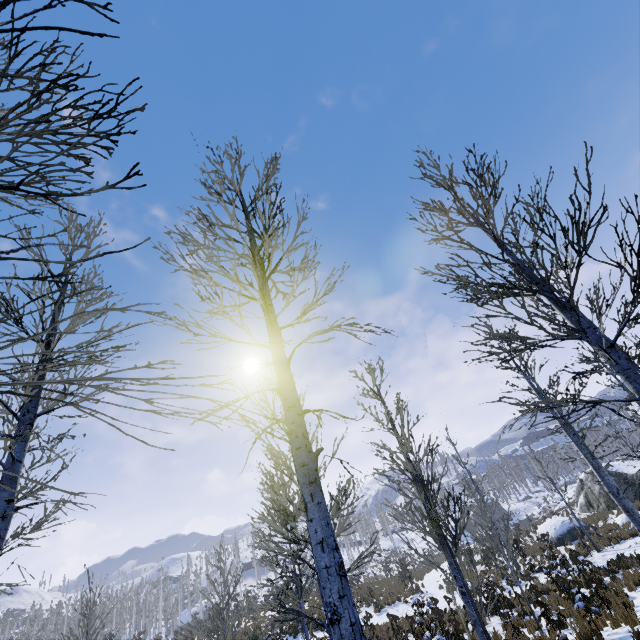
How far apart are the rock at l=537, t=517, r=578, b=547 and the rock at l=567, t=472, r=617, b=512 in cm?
403

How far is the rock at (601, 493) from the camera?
25.0 meters

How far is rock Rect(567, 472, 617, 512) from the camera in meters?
25.0

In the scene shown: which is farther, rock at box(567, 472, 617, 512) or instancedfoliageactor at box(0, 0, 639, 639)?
rock at box(567, 472, 617, 512)

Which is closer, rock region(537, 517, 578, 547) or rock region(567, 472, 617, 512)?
rock region(537, 517, 578, 547)

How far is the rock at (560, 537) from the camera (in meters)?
22.84

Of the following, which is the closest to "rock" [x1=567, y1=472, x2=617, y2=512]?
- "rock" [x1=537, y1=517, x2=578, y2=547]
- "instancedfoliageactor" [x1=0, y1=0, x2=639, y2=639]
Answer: "rock" [x1=537, y1=517, x2=578, y2=547]

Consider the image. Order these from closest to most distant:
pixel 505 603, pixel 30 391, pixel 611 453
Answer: pixel 611 453
pixel 30 391
pixel 505 603
